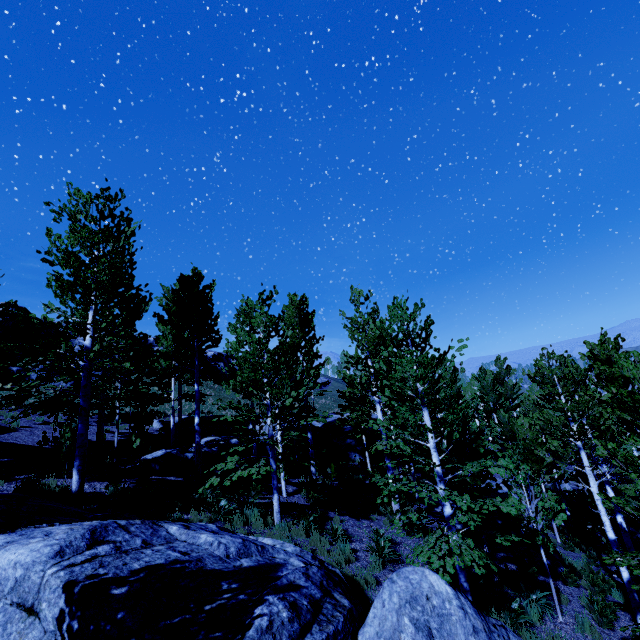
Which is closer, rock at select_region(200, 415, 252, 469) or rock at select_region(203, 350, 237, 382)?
rock at select_region(200, 415, 252, 469)

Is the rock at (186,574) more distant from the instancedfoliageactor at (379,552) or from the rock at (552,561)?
the rock at (552,561)

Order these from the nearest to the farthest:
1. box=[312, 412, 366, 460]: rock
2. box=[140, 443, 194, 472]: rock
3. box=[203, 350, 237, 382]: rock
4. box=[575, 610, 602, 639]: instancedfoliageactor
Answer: box=[575, 610, 602, 639]: instancedfoliageactor → box=[140, 443, 194, 472]: rock → box=[312, 412, 366, 460]: rock → box=[203, 350, 237, 382]: rock

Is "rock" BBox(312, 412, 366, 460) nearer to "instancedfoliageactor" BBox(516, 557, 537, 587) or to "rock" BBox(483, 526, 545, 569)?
"instancedfoliageactor" BBox(516, 557, 537, 587)

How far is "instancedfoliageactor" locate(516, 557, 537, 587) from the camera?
10.70m

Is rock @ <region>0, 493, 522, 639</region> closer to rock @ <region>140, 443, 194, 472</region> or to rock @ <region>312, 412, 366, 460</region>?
rock @ <region>140, 443, 194, 472</region>

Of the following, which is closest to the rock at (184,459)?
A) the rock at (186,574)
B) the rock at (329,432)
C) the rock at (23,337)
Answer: the rock at (329,432)

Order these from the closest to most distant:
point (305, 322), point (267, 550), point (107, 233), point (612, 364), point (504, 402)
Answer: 1. point (267, 550)
2. point (107, 233)
3. point (612, 364)
4. point (305, 322)
5. point (504, 402)
